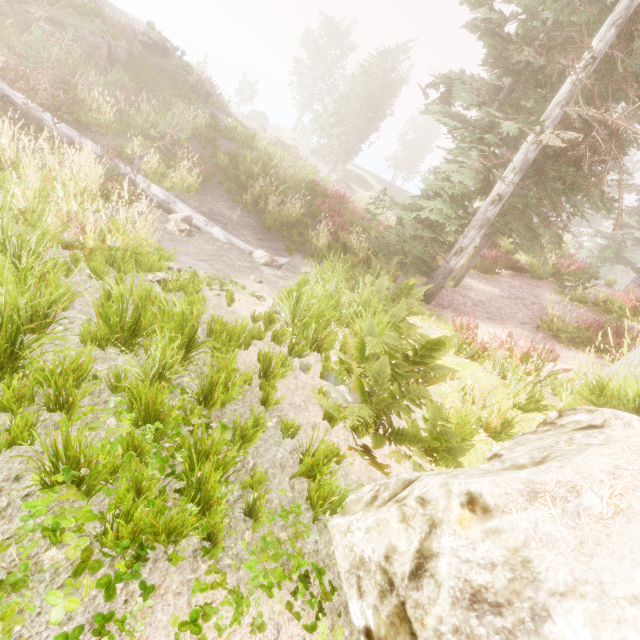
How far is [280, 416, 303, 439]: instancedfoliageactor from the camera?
3.12m

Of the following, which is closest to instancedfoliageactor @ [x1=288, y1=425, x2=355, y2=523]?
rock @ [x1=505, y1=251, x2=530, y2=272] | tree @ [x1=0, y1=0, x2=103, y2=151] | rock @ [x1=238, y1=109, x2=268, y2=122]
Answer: rock @ [x1=505, y1=251, x2=530, y2=272]

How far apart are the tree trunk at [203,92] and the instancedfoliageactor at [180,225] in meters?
17.7

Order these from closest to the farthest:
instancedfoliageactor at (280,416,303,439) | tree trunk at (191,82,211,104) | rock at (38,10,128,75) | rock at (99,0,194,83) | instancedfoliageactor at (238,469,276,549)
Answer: instancedfoliageactor at (238,469,276,549) < instancedfoliageactor at (280,416,303,439) < rock at (38,10,128,75) < rock at (99,0,194,83) < tree trunk at (191,82,211,104)

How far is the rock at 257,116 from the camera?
50.2m

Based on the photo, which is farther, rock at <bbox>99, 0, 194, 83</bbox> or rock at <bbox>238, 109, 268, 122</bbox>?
rock at <bbox>238, 109, 268, 122</bbox>

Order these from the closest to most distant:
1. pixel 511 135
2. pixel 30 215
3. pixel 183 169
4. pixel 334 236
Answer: pixel 30 215, pixel 511 135, pixel 183 169, pixel 334 236

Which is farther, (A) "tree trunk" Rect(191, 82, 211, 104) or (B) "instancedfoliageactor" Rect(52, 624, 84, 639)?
(A) "tree trunk" Rect(191, 82, 211, 104)
